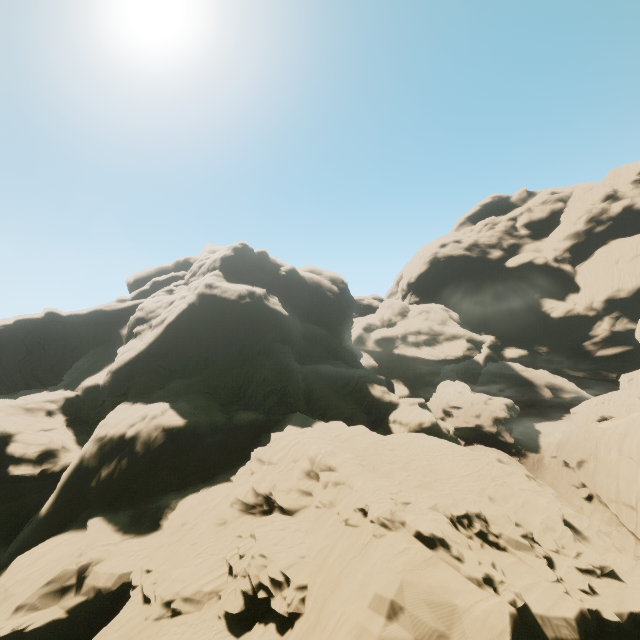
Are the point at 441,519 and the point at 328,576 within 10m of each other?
yes
